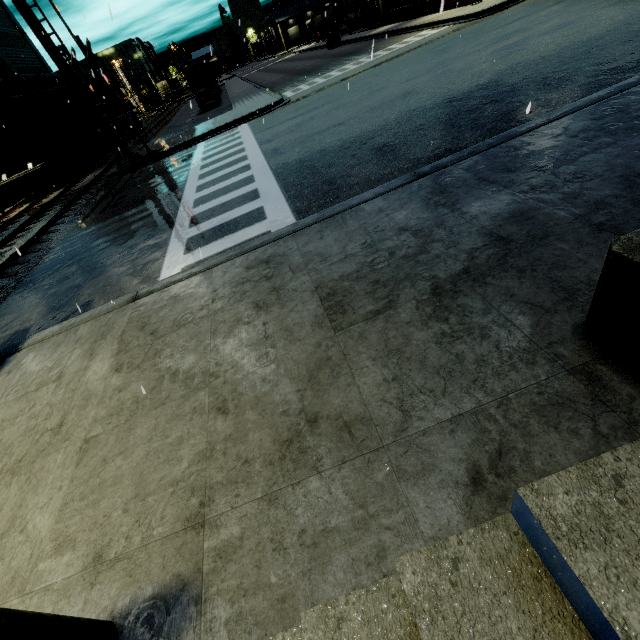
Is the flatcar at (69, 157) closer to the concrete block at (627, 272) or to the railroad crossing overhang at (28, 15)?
the railroad crossing overhang at (28, 15)

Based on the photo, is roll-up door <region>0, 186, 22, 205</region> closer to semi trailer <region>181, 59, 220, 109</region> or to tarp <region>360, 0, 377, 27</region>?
semi trailer <region>181, 59, 220, 109</region>

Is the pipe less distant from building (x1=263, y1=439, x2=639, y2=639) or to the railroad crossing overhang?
building (x1=263, y1=439, x2=639, y2=639)

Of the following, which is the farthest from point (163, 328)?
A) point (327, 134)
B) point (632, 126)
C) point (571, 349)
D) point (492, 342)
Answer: point (327, 134)

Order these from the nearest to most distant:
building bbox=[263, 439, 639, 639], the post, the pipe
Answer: building bbox=[263, 439, 639, 639], the post, the pipe

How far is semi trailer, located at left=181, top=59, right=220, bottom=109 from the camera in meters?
35.0

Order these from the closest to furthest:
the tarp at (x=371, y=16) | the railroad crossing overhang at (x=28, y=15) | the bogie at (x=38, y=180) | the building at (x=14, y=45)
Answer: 1. the railroad crossing overhang at (x=28, y=15)
2. the bogie at (x=38, y=180)
3. the building at (x=14, y=45)
4. the tarp at (x=371, y=16)

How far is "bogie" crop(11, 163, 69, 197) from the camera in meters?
19.6 m
